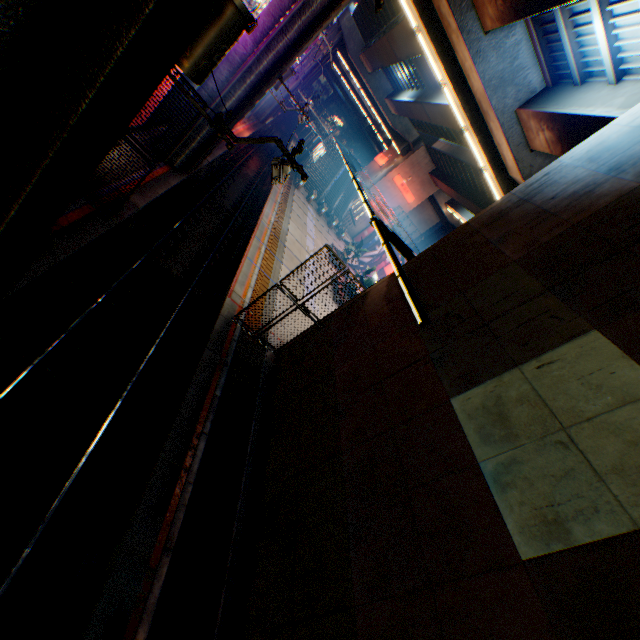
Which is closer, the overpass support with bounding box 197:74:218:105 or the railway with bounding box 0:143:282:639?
the railway with bounding box 0:143:282:639

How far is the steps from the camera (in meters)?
42.81

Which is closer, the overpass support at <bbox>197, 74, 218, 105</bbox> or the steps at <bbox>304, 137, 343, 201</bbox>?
the overpass support at <bbox>197, 74, 218, 105</bbox>

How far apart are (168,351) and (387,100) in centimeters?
4133cm

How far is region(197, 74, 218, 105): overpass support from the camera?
14.0m

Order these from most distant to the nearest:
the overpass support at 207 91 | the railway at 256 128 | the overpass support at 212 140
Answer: the railway at 256 128 → the overpass support at 212 140 → the overpass support at 207 91

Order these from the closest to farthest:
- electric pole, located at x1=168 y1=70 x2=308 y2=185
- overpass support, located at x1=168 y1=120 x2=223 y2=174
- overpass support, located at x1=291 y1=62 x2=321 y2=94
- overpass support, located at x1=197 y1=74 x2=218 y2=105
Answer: electric pole, located at x1=168 y1=70 x2=308 y2=185, overpass support, located at x1=197 y1=74 x2=218 y2=105, overpass support, located at x1=168 y1=120 x2=223 y2=174, overpass support, located at x1=291 y1=62 x2=321 y2=94

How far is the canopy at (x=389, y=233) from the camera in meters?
7.5
